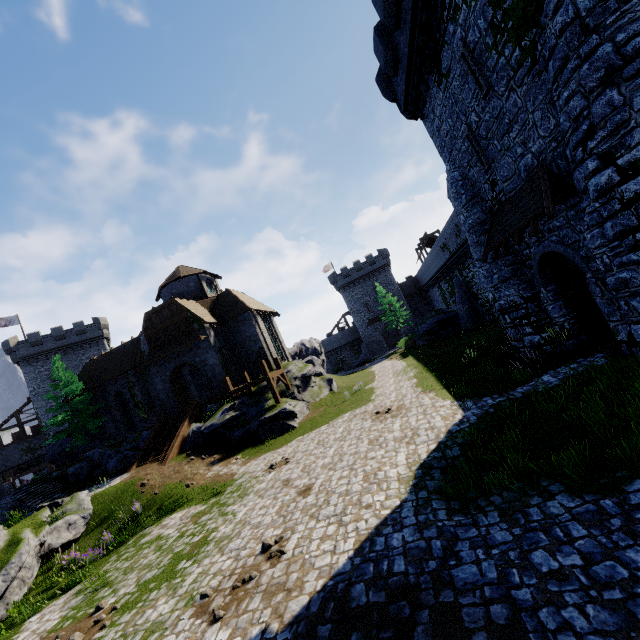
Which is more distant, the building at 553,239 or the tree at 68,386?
the tree at 68,386

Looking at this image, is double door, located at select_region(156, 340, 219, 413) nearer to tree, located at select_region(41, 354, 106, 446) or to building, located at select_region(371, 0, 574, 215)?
tree, located at select_region(41, 354, 106, 446)

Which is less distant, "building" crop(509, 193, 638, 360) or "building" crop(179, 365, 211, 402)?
"building" crop(509, 193, 638, 360)

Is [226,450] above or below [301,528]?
above

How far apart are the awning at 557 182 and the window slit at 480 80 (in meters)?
3.08

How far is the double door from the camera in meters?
25.8

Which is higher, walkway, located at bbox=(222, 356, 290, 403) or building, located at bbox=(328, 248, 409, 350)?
building, located at bbox=(328, 248, 409, 350)

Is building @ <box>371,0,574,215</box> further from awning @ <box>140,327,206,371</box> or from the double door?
the double door
